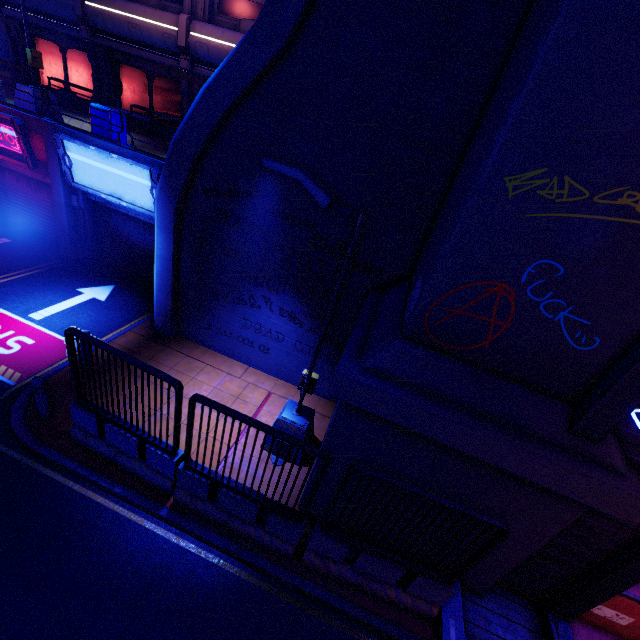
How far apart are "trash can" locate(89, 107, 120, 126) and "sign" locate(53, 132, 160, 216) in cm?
65

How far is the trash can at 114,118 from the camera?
10.52m

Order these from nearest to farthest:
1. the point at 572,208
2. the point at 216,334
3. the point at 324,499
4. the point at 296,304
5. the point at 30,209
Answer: the point at 572,208 < the point at 324,499 < the point at 296,304 < the point at 216,334 < the point at 30,209

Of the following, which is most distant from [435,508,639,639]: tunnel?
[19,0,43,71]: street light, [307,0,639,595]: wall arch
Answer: [19,0,43,71]: street light

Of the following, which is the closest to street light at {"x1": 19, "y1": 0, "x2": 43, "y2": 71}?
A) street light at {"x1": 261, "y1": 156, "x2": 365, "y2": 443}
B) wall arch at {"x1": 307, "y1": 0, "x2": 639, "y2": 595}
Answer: street light at {"x1": 261, "y1": 156, "x2": 365, "y2": 443}

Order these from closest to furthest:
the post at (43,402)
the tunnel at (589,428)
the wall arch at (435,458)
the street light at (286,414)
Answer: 1. the wall arch at (435,458)
2. the tunnel at (589,428)
3. the street light at (286,414)
4. the post at (43,402)

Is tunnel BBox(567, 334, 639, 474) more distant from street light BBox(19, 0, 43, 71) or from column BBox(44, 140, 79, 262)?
street light BBox(19, 0, 43, 71)

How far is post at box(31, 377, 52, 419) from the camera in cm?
645
